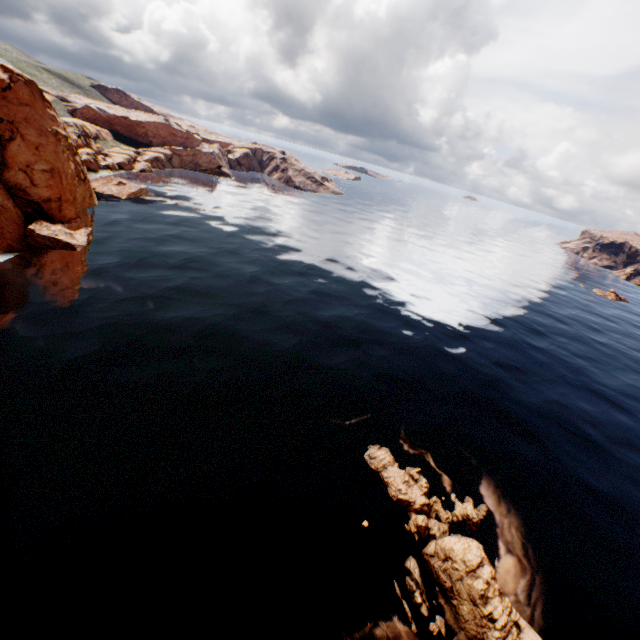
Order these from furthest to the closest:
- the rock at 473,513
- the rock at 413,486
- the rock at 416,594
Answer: the rock at 473,513 → the rock at 416,594 → the rock at 413,486

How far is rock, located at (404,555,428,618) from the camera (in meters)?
17.97

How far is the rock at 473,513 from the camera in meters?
22.9 m

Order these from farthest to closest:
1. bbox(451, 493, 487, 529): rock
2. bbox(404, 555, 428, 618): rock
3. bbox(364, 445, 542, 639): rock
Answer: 1. bbox(451, 493, 487, 529): rock
2. bbox(404, 555, 428, 618): rock
3. bbox(364, 445, 542, 639): rock

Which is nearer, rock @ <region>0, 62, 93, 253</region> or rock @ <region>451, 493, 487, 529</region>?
rock @ <region>451, 493, 487, 529</region>

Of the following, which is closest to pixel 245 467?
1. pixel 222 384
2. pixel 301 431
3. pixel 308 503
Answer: pixel 308 503
